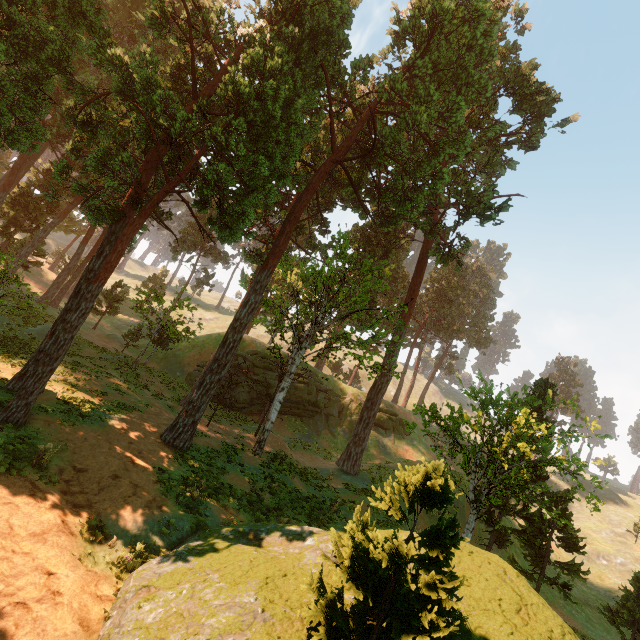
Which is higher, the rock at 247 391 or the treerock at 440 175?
the treerock at 440 175

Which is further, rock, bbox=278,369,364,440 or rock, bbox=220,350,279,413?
rock, bbox=278,369,364,440

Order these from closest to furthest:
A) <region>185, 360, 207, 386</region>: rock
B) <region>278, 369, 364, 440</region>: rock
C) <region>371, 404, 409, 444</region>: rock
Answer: <region>185, 360, 207, 386</region>: rock → <region>278, 369, 364, 440</region>: rock → <region>371, 404, 409, 444</region>: rock

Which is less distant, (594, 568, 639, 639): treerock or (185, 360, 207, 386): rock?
(594, 568, 639, 639): treerock

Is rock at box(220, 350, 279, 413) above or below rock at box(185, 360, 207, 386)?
above

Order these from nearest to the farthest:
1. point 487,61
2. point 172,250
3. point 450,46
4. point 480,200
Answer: point 487,61
point 450,46
point 480,200
point 172,250
